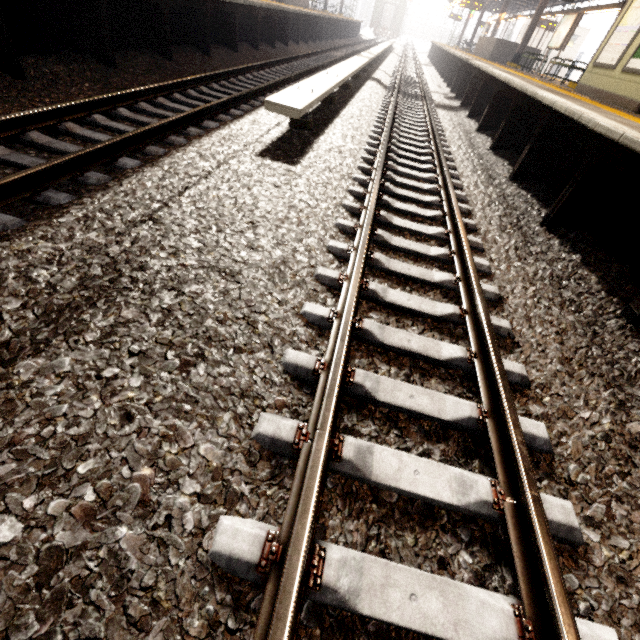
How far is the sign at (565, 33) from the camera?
12.3m

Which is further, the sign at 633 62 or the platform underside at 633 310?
the sign at 633 62

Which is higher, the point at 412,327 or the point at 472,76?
the point at 472,76

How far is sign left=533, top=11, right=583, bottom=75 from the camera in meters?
12.3

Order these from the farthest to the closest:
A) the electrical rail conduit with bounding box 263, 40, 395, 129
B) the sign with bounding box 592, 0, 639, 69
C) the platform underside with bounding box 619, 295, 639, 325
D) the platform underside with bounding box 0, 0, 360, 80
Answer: the sign with bounding box 592, 0, 639, 69 < the platform underside with bounding box 0, 0, 360, 80 < the electrical rail conduit with bounding box 263, 40, 395, 129 < the platform underside with bounding box 619, 295, 639, 325

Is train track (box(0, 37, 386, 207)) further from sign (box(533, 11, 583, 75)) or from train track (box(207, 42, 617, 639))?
sign (box(533, 11, 583, 75))

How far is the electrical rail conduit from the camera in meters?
4.2

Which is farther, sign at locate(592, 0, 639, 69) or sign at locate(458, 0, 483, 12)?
sign at locate(458, 0, 483, 12)
